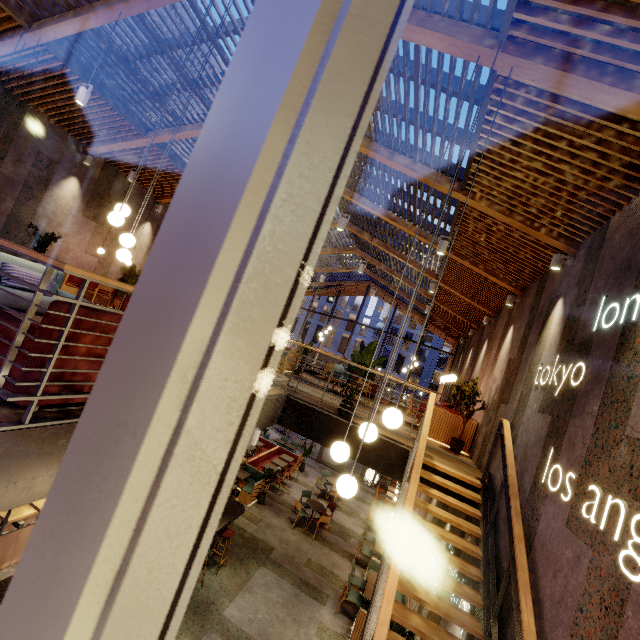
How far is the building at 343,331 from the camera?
44.62m

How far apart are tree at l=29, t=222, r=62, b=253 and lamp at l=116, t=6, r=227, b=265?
5.9 meters

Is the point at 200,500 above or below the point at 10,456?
above

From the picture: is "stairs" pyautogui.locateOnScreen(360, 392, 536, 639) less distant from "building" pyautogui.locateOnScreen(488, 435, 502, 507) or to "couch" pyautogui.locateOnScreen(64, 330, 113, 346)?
"building" pyautogui.locateOnScreen(488, 435, 502, 507)

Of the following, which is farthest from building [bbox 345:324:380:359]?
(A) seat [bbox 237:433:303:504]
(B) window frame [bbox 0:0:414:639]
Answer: (B) window frame [bbox 0:0:414:639]

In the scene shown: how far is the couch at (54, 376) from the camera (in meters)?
2.34

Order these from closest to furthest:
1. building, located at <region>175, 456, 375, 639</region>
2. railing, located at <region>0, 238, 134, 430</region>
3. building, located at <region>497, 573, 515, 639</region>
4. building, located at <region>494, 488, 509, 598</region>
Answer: railing, located at <region>0, 238, 134, 430</region>, building, located at <region>497, 573, 515, 639</region>, building, located at <region>494, 488, 509, 598</region>, building, located at <region>175, 456, 375, 639</region>

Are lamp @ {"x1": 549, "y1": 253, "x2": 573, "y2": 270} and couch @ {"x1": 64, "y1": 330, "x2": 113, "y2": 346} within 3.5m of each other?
no
